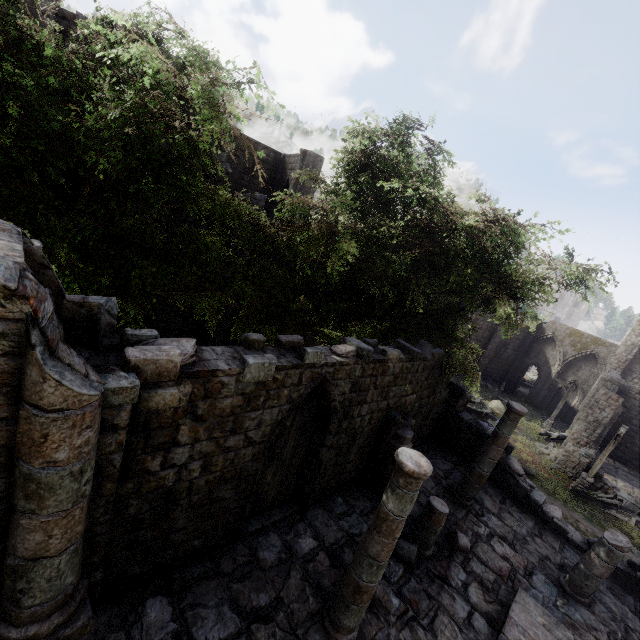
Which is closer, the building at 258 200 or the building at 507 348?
the building at 258 200

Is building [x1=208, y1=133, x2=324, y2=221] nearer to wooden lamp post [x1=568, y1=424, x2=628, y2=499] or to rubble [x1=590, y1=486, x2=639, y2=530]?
rubble [x1=590, y1=486, x2=639, y2=530]

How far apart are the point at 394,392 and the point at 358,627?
5.3m

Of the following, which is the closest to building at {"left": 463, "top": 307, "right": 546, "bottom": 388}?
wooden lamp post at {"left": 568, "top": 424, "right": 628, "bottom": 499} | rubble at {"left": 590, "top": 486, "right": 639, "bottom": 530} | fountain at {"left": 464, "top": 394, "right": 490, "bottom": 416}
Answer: rubble at {"left": 590, "top": 486, "right": 639, "bottom": 530}

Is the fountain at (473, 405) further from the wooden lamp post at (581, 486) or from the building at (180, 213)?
the wooden lamp post at (581, 486)

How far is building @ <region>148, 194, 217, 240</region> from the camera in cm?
1576

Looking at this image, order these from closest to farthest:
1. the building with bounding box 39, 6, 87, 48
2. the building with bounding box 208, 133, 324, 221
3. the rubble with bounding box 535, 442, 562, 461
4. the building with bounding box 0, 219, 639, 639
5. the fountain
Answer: the building with bounding box 0, 219, 639, 639 < the building with bounding box 39, 6, 87, 48 < the building with bounding box 208, 133, 324, 221 < the rubble with bounding box 535, 442, 562, 461 < the fountain
